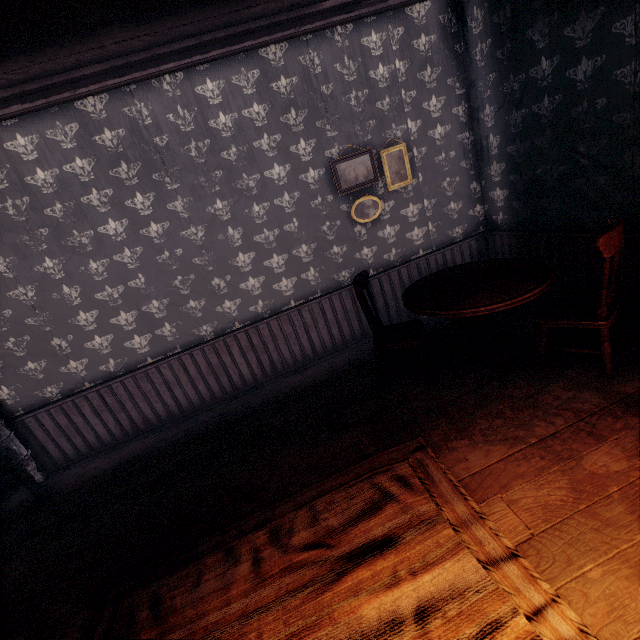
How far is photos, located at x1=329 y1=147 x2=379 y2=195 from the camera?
4.02m

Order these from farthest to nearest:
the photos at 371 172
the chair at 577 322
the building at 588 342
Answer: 1. the photos at 371 172
2. the building at 588 342
3. the chair at 577 322

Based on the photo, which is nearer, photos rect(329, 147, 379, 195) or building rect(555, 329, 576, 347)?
building rect(555, 329, 576, 347)

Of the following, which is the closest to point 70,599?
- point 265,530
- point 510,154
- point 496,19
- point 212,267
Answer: point 265,530

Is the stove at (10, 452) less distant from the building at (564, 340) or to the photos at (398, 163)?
the building at (564, 340)

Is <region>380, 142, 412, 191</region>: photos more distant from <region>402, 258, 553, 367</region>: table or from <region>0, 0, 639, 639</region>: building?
<region>402, 258, 553, 367</region>: table

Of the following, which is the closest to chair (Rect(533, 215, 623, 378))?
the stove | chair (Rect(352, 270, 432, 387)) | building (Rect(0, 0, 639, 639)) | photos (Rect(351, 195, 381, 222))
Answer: building (Rect(0, 0, 639, 639))

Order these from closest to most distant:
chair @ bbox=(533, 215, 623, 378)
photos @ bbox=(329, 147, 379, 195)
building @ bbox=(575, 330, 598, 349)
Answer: chair @ bbox=(533, 215, 623, 378) → building @ bbox=(575, 330, 598, 349) → photos @ bbox=(329, 147, 379, 195)
